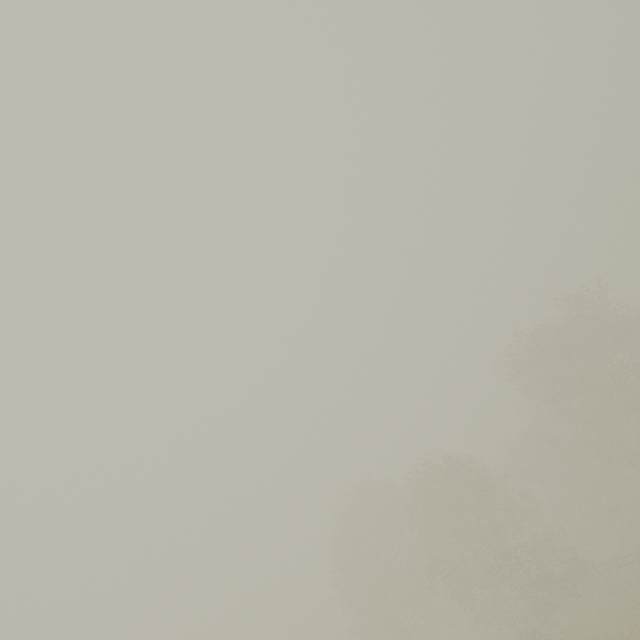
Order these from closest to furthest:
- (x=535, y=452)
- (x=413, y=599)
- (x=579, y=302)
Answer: (x=579, y=302) < (x=413, y=599) < (x=535, y=452)
